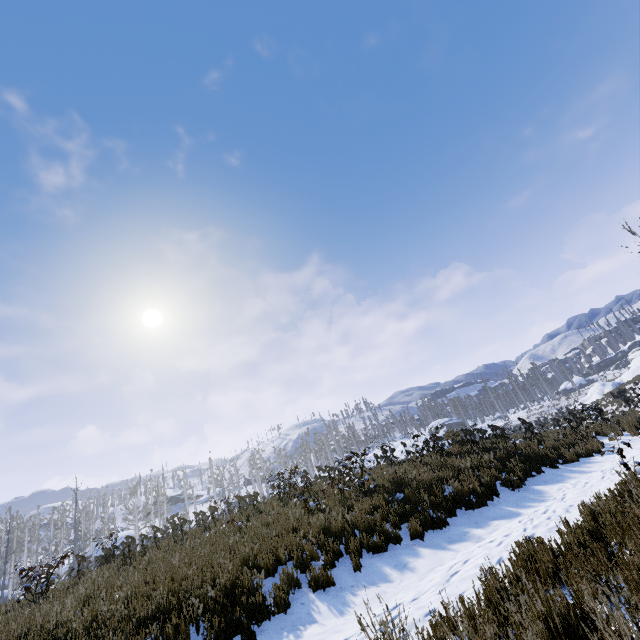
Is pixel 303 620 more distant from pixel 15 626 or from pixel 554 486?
pixel 554 486
